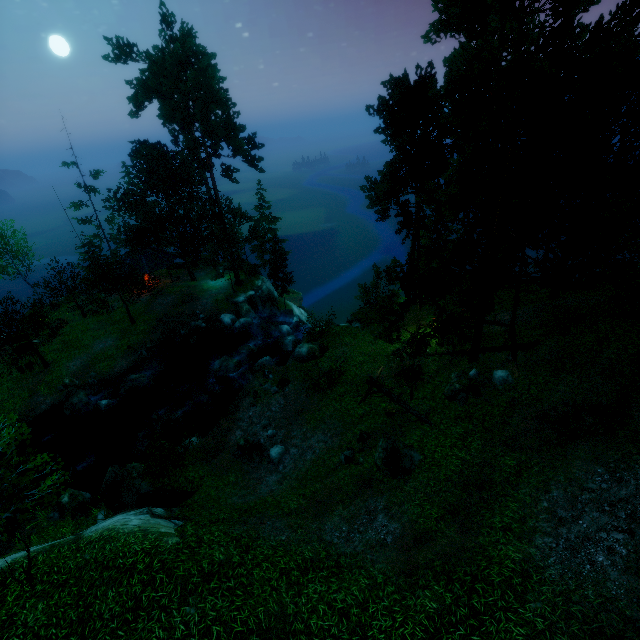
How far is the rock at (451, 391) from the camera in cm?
1527

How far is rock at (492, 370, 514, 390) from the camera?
15.1 meters

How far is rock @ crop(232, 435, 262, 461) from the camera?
18.1m

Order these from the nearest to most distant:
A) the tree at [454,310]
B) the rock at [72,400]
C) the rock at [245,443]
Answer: the tree at [454,310] → the rock at [245,443] → the rock at [72,400]

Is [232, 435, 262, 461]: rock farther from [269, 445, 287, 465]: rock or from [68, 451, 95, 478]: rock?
A: [68, 451, 95, 478]: rock

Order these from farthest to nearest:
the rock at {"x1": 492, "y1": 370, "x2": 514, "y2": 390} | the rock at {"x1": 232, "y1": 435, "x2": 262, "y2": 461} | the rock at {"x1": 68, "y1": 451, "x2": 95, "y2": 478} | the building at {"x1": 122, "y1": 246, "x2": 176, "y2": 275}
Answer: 1. the building at {"x1": 122, "y1": 246, "x2": 176, "y2": 275}
2. the rock at {"x1": 68, "y1": 451, "x2": 95, "y2": 478}
3. the rock at {"x1": 232, "y1": 435, "x2": 262, "y2": 461}
4. the rock at {"x1": 492, "y1": 370, "x2": 514, "y2": 390}

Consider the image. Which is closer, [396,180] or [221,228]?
[396,180]

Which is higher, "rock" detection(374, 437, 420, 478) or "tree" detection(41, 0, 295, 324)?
"tree" detection(41, 0, 295, 324)
